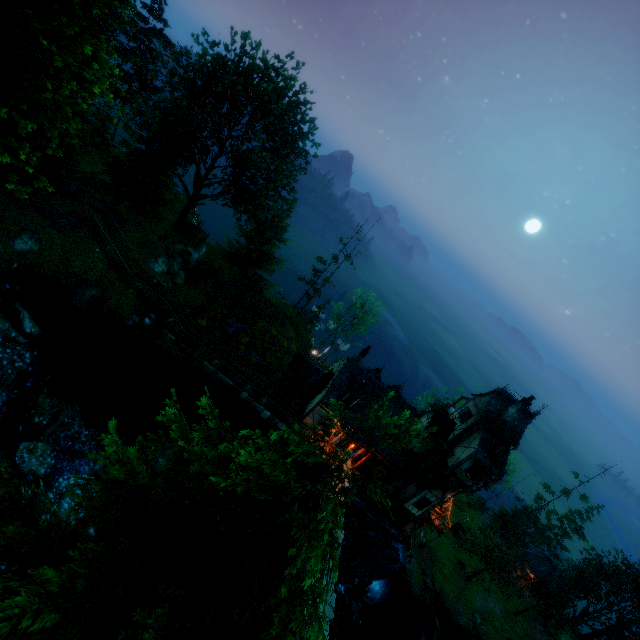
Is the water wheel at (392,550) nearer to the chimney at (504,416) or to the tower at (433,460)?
the tower at (433,460)

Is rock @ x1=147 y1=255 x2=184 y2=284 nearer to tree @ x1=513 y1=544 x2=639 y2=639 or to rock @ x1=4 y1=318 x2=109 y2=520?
rock @ x1=4 y1=318 x2=109 y2=520

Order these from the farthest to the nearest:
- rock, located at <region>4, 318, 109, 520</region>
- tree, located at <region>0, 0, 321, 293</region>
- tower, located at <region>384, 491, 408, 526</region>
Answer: tower, located at <region>384, 491, 408, 526</region> → rock, located at <region>4, 318, 109, 520</region> → tree, located at <region>0, 0, 321, 293</region>

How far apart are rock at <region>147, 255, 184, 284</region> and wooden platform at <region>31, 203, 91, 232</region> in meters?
4.8 m

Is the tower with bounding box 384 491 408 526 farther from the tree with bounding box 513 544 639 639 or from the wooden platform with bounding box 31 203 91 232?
the wooden platform with bounding box 31 203 91 232

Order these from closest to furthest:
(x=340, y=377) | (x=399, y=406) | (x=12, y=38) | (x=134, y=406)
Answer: (x=12, y=38) → (x=134, y=406) → (x=340, y=377) → (x=399, y=406)

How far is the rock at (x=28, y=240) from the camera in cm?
2078

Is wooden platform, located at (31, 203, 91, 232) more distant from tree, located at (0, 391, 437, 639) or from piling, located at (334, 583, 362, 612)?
piling, located at (334, 583, 362, 612)
